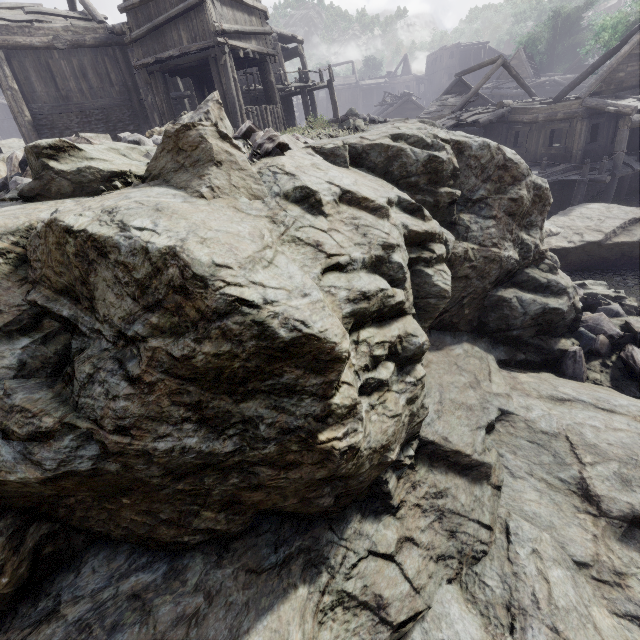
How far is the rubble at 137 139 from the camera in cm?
589

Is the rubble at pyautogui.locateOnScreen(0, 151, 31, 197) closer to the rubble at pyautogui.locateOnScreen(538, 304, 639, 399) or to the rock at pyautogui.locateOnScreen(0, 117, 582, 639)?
the rock at pyautogui.locateOnScreen(0, 117, 582, 639)

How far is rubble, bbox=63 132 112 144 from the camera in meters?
5.9 m

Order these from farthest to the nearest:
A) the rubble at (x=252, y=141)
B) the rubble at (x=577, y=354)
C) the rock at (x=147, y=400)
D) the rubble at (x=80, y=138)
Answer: the rubble at (x=577, y=354) → the rubble at (x=80, y=138) → the rubble at (x=252, y=141) → the rock at (x=147, y=400)

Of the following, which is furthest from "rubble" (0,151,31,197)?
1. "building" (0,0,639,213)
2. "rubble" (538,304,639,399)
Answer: "rubble" (538,304,639,399)

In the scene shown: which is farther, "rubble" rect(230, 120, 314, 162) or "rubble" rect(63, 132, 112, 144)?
"rubble" rect(63, 132, 112, 144)

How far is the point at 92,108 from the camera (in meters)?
16.14

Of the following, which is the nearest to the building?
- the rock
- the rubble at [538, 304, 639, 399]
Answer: the rock
